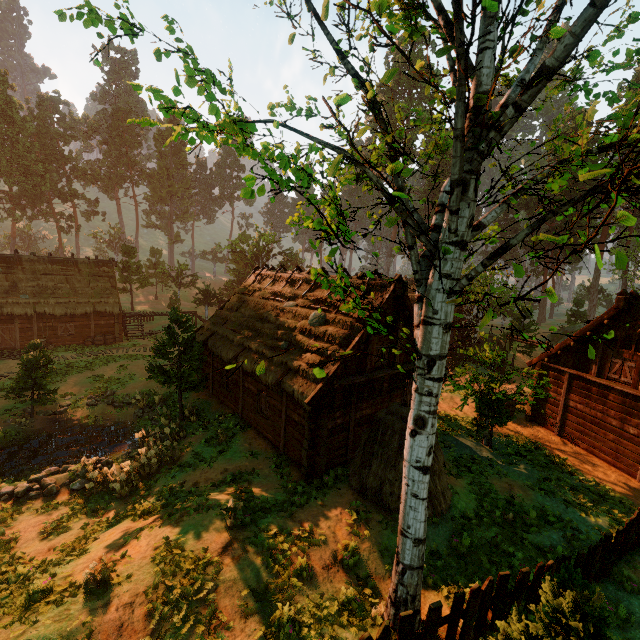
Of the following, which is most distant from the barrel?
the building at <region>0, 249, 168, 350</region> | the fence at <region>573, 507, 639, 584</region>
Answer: the fence at <region>573, 507, 639, 584</region>

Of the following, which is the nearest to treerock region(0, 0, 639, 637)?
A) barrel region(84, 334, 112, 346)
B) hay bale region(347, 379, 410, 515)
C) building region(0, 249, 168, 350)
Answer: building region(0, 249, 168, 350)

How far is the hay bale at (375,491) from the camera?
10.1 meters

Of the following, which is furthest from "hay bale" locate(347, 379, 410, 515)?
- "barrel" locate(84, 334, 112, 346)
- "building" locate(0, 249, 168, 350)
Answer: "barrel" locate(84, 334, 112, 346)

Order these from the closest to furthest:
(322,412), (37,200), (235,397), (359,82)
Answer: (359,82) → (322,412) → (235,397) → (37,200)

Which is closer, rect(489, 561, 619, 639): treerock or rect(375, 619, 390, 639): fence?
rect(489, 561, 619, 639): treerock

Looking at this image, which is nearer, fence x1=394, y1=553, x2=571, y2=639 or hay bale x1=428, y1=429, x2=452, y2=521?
fence x1=394, y1=553, x2=571, y2=639
